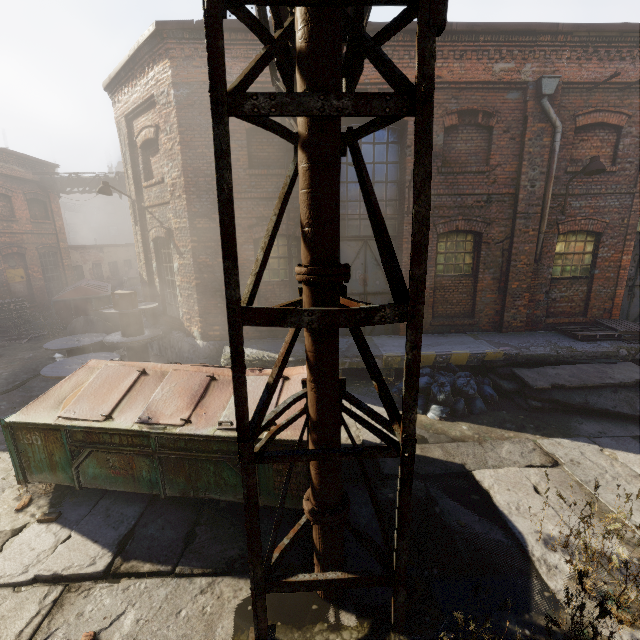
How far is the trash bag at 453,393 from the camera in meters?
6.8 m

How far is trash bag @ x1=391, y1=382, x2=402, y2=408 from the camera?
7.22m

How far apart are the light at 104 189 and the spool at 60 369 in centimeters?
256cm

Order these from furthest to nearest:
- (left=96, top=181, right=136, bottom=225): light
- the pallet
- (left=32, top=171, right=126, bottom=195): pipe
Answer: (left=32, top=171, right=126, bottom=195): pipe
(left=96, top=181, right=136, bottom=225): light
the pallet

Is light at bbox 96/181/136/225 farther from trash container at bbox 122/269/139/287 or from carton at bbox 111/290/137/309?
trash container at bbox 122/269/139/287

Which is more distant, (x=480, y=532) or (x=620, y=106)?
(x=620, y=106)

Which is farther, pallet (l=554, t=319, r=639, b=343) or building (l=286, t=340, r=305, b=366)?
pallet (l=554, t=319, r=639, b=343)

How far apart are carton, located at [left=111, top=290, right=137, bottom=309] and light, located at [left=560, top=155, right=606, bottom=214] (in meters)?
12.03
